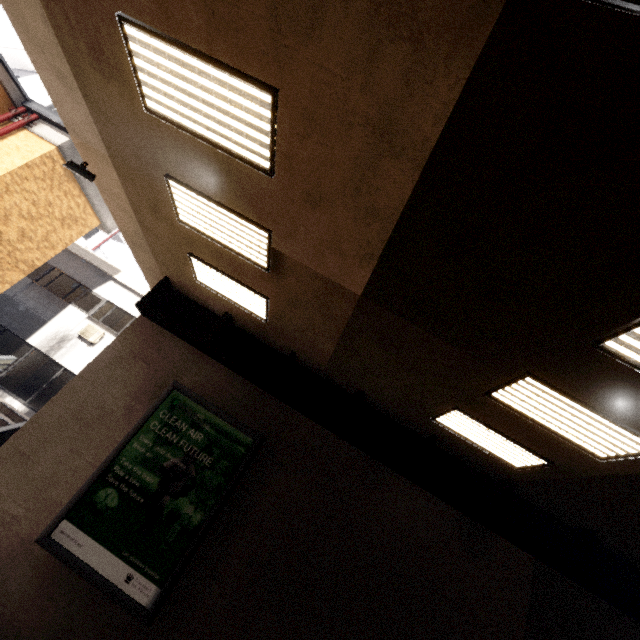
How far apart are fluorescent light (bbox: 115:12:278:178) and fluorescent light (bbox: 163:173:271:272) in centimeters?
94cm

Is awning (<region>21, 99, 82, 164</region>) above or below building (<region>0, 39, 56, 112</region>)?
below

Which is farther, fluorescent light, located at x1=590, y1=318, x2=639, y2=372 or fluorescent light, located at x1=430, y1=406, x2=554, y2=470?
fluorescent light, located at x1=430, y1=406, x2=554, y2=470

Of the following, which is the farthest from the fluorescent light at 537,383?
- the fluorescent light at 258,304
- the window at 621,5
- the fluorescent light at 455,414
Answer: the fluorescent light at 258,304

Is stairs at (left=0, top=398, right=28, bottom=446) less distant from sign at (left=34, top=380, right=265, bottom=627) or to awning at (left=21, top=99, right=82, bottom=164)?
sign at (left=34, top=380, right=265, bottom=627)

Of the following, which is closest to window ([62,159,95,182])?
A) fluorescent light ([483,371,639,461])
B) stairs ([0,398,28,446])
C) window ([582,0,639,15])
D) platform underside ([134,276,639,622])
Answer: platform underside ([134,276,639,622])

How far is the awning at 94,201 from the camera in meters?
10.5

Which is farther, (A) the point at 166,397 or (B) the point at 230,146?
(A) the point at 166,397
